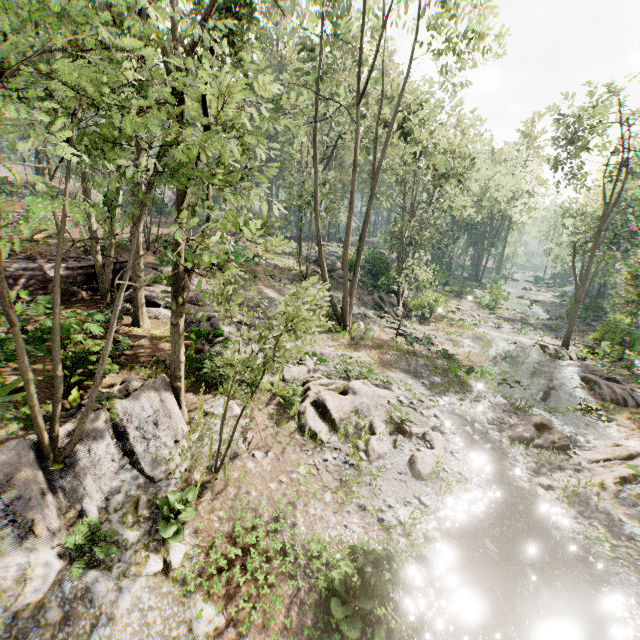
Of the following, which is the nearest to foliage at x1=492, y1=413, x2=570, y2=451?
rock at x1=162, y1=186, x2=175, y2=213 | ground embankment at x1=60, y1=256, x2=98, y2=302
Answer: ground embankment at x1=60, y1=256, x2=98, y2=302

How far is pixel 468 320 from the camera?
33.6 meters

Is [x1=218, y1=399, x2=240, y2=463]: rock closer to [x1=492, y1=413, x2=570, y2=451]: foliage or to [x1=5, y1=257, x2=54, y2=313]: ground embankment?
[x1=492, y1=413, x2=570, y2=451]: foliage

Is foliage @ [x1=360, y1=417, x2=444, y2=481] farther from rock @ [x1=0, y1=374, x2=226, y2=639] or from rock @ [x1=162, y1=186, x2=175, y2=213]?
rock @ [x1=162, y1=186, x2=175, y2=213]

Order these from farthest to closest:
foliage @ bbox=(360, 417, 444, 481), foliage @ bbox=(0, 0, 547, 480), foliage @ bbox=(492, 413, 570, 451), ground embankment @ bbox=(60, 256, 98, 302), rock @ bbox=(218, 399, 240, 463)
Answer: ground embankment @ bbox=(60, 256, 98, 302) < foliage @ bbox=(492, 413, 570, 451) < foliage @ bbox=(360, 417, 444, 481) < rock @ bbox=(218, 399, 240, 463) < foliage @ bbox=(0, 0, 547, 480)

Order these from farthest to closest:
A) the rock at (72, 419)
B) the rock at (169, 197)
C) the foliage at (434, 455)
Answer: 1. the rock at (169, 197)
2. the foliage at (434, 455)
3. the rock at (72, 419)

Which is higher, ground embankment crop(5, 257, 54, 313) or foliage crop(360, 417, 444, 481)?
ground embankment crop(5, 257, 54, 313)

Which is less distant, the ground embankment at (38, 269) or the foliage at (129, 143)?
the foliage at (129, 143)
